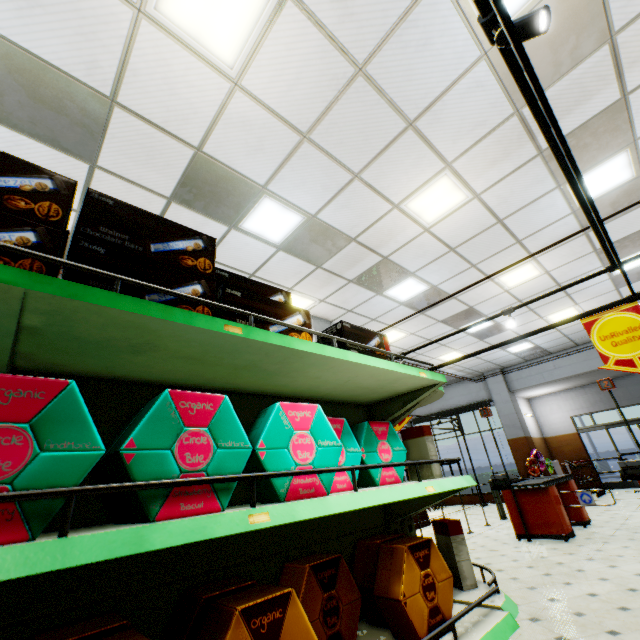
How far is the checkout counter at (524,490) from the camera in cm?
601

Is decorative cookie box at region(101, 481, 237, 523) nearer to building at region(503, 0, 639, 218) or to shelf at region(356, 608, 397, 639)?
shelf at region(356, 608, 397, 639)

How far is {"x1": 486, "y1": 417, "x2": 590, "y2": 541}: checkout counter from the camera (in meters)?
6.01

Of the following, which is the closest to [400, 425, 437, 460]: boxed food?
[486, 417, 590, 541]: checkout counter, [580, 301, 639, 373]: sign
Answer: [580, 301, 639, 373]: sign

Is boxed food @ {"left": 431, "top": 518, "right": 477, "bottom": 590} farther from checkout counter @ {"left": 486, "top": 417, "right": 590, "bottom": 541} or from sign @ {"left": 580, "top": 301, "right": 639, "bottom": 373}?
checkout counter @ {"left": 486, "top": 417, "right": 590, "bottom": 541}

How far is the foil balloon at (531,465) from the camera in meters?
11.1 m

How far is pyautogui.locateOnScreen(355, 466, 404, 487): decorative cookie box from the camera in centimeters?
178cm

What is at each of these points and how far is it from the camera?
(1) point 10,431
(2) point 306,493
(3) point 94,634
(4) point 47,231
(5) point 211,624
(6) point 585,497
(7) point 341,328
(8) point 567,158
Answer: (1) decorative cookie box, 0.7 meters
(2) decorative cookie box, 1.2 meters
(3) decorative cookie box, 0.9 meters
(4) boxed food, 0.9 meters
(5) decorative cookie box, 0.9 meters
(6) rail gate base, 6.2 meters
(7) boxed food, 2.1 meters
(8) light truss, 1.8 meters
